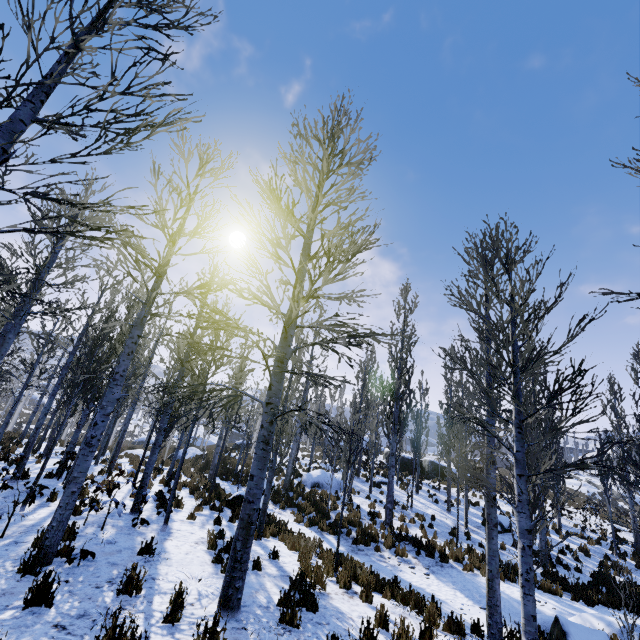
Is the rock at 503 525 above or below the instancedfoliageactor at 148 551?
above

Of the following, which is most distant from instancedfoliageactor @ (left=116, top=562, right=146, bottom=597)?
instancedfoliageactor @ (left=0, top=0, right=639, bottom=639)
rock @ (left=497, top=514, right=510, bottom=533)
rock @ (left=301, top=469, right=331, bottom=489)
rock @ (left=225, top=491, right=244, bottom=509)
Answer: rock @ (left=225, top=491, right=244, bottom=509)

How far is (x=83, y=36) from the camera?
2.55m

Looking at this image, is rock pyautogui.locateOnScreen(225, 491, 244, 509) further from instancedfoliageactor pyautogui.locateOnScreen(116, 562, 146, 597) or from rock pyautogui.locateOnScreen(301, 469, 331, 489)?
rock pyautogui.locateOnScreen(301, 469, 331, 489)

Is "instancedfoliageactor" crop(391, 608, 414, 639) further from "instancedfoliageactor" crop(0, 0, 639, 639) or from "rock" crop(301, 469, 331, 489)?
"rock" crop(301, 469, 331, 489)

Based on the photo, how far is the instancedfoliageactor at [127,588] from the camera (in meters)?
4.93

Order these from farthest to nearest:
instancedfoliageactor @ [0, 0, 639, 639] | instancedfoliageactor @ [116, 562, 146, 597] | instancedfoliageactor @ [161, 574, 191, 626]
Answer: instancedfoliageactor @ [116, 562, 146, 597]
instancedfoliageactor @ [161, 574, 191, 626]
instancedfoliageactor @ [0, 0, 639, 639]

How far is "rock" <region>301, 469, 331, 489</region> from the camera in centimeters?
1966cm
